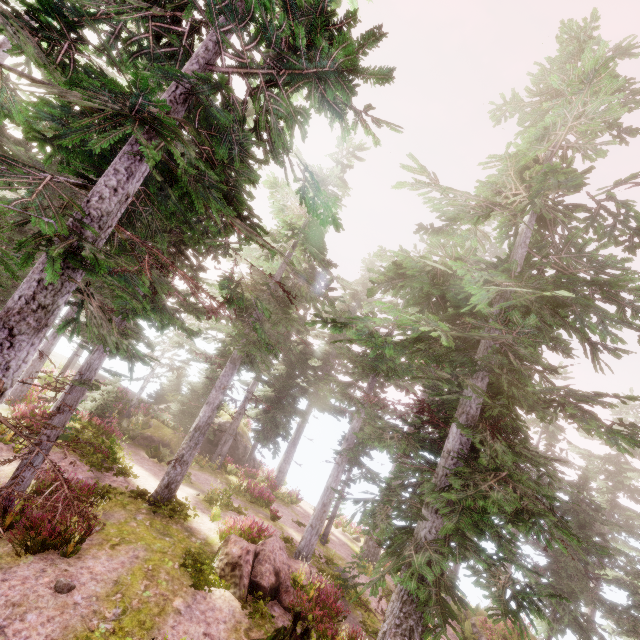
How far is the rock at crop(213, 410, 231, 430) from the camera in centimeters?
2724cm

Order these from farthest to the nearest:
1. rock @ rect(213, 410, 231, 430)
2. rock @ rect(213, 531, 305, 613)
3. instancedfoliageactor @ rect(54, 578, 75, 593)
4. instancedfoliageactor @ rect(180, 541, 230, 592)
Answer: rock @ rect(213, 410, 231, 430), rock @ rect(213, 531, 305, 613), instancedfoliageactor @ rect(180, 541, 230, 592), instancedfoliageactor @ rect(54, 578, 75, 593)

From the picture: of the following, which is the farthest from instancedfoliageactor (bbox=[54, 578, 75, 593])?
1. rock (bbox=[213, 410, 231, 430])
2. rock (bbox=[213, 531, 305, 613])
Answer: rock (bbox=[213, 531, 305, 613])

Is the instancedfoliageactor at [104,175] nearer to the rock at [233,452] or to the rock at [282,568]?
the rock at [233,452]

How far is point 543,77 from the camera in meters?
13.0

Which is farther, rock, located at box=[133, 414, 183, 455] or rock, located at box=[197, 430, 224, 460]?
rock, located at box=[197, 430, 224, 460]

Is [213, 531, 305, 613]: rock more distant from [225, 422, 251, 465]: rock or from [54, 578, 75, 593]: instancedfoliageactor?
[225, 422, 251, 465]: rock

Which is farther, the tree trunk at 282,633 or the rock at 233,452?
the rock at 233,452
